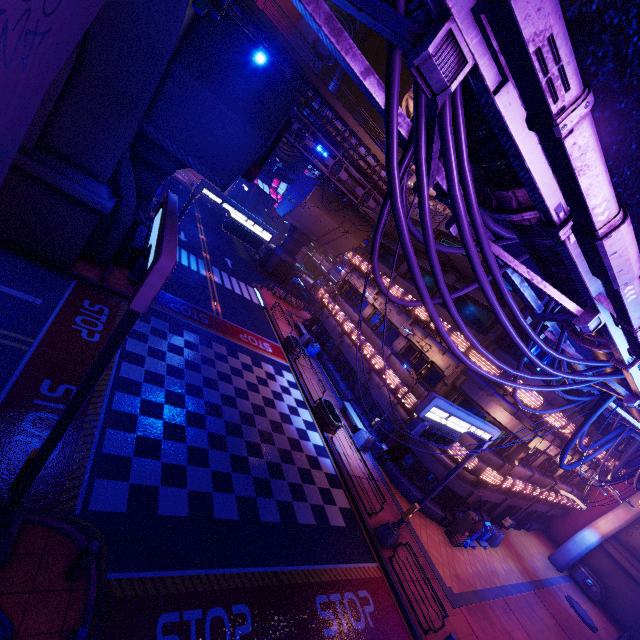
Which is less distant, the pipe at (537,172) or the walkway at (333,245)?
the pipe at (537,172)

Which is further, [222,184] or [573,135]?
[222,184]

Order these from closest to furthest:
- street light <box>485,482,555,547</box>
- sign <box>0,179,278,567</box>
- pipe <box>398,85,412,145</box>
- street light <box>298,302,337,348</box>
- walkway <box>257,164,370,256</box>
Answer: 1. pipe <box>398,85,412,145</box>
2. sign <box>0,179,278,567</box>
3. street light <box>485,482,555,547</box>
4. street light <box>298,302,337,348</box>
5. walkway <box>257,164,370,256</box>

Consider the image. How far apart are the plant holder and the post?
13.43m

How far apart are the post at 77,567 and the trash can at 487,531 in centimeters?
2184cm

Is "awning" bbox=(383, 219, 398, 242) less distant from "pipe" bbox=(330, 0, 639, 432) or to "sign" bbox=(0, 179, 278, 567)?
"sign" bbox=(0, 179, 278, 567)

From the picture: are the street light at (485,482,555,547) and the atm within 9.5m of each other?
yes

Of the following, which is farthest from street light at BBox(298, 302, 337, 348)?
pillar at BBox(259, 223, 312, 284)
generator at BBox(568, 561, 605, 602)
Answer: generator at BBox(568, 561, 605, 602)
